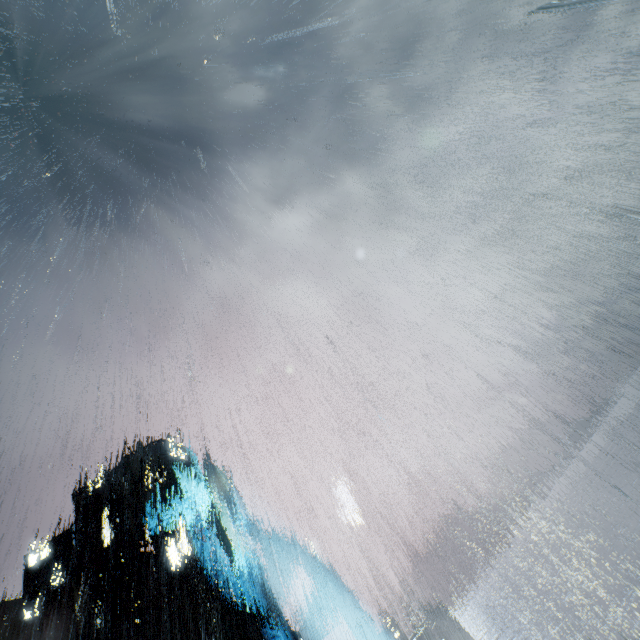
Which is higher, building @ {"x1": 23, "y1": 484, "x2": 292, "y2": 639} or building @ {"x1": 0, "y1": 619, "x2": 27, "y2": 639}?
building @ {"x1": 0, "y1": 619, "x2": 27, "y2": 639}

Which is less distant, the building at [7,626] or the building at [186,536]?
the building at [186,536]

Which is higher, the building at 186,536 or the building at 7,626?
the building at 7,626

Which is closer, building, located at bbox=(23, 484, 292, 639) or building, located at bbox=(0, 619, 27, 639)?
building, located at bbox=(23, 484, 292, 639)

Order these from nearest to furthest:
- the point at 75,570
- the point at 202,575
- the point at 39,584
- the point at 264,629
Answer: the point at 264,629
the point at 202,575
the point at 39,584
the point at 75,570
